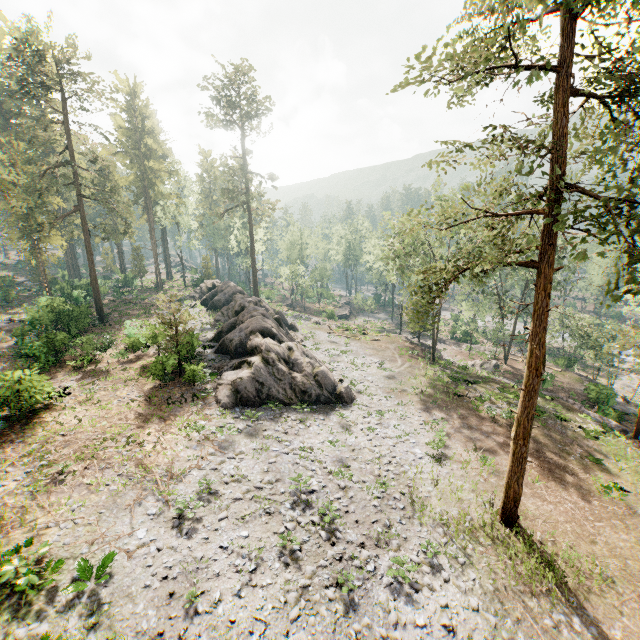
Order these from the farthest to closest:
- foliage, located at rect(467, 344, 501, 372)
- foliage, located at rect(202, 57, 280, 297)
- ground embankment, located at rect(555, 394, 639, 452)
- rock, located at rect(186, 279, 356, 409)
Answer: foliage, located at rect(202, 57, 280, 297) < foliage, located at rect(467, 344, 501, 372) < ground embankment, located at rect(555, 394, 639, 452) < rock, located at rect(186, 279, 356, 409)

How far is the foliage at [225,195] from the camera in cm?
4399

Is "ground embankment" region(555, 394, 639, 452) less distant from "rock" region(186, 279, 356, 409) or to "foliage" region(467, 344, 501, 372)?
"foliage" region(467, 344, 501, 372)

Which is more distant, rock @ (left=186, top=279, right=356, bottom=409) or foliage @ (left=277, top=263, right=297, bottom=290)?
foliage @ (left=277, top=263, right=297, bottom=290)

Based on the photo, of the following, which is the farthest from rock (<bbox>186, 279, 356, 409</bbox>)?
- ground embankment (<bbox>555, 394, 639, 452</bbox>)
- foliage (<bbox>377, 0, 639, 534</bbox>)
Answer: ground embankment (<bbox>555, 394, 639, 452</bbox>)

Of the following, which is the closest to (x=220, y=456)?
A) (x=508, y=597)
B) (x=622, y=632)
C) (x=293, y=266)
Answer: (x=508, y=597)

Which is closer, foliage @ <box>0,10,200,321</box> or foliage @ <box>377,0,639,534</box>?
foliage @ <box>377,0,639,534</box>

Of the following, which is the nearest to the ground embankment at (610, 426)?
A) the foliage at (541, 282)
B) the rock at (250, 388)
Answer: the foliage at (541, 282)
